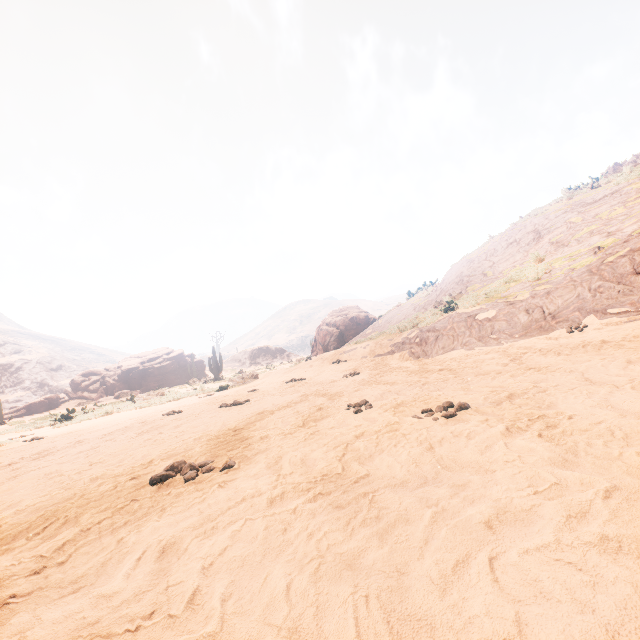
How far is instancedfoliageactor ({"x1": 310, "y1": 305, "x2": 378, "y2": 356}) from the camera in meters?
24.8

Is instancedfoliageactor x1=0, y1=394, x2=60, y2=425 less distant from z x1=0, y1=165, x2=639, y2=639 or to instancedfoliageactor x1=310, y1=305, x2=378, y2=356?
z x1=0, y1=165, x2=639, y2=639

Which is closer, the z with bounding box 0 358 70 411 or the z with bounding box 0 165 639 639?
the z with bounding box 0 165 639 639

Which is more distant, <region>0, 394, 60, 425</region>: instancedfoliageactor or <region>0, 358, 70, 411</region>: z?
<region>0, 358, 70, 411</region>: z

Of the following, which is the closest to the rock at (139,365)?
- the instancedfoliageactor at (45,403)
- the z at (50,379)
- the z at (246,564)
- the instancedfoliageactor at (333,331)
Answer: the instancedfoliageactor at (333,331)

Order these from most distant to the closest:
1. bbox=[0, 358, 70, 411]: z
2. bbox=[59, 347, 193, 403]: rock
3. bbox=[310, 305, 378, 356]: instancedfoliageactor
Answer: bbox=[0, 358, 70, 411]: z
bbox=[59, 347, 193, 403]: rock
bbox=[310, 305, 378, 356]: instancedfoliageactor

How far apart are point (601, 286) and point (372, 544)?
8.6 meters
